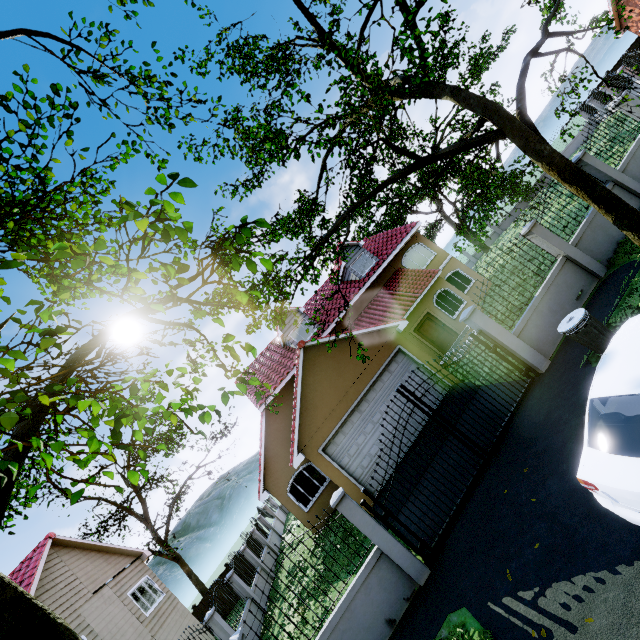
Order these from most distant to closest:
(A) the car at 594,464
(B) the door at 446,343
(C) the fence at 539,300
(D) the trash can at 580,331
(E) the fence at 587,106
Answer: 1. (B) the door at 446,343
2. (E) the fence at 587,106
3. (C) the fence at 539,300
4. (D) the trash can at 580,331
5. (A) the car at 594,464

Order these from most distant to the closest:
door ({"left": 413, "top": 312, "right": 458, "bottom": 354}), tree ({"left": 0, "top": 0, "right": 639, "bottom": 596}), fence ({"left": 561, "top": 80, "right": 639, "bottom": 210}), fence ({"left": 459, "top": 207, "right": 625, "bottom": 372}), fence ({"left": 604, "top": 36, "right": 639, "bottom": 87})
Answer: door ({"left": 413, "top": 312, "right": 458, "bottom": 354}), fence ({"left": 604, "top": 36, "right": 639, "bottom": 87}), fence ({"left": 561, "top": 80, "right": 639, "bottom": 210}), fence ({"left": 459, "top": 207, "right": 625, "bottom": 372}), tree ({"left": 0, "top": 0, "right": 639, "bottom": 596})

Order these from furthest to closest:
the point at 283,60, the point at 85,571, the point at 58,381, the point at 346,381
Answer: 1. the point at 85,571
2. the point at 346,381
3. the point at 283,60
4. the point at 58,381

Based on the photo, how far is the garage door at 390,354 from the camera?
11.5m

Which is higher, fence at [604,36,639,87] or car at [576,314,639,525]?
fence at [604,36,639,87]

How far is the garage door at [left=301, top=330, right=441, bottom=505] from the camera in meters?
11.5

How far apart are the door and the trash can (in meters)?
9.99

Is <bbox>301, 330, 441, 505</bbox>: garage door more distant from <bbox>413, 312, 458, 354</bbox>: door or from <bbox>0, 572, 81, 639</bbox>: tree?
<bbox>413, 312, 458, 354</bbox>: door
